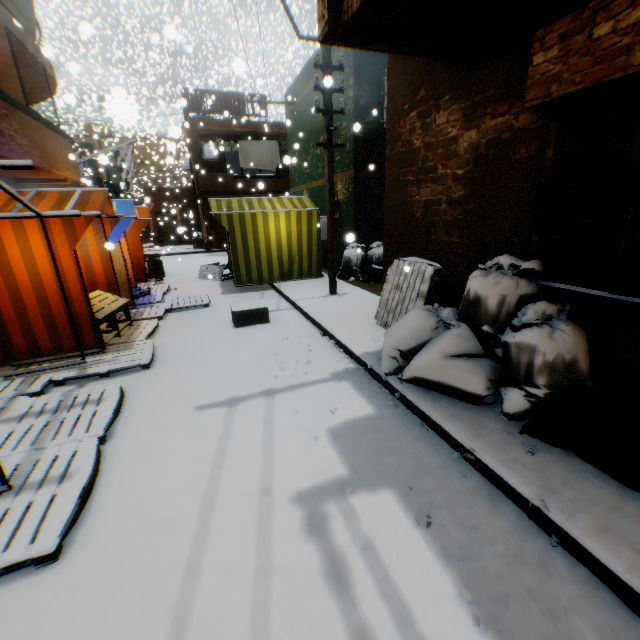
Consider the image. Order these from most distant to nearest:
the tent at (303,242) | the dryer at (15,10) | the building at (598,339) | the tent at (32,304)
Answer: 1. the tent at (303,242)
2. the dryer at (15,10)
3. the tent at (32,304)
4. the building at (598,339)

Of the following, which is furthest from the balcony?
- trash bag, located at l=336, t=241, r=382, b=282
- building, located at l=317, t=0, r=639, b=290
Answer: trash bag, located at l=336, t=241, r=382, b=282

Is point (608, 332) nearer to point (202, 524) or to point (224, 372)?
point (202, 524)

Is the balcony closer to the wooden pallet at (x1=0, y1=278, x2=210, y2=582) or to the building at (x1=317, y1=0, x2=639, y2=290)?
the building at (x1=317, y1=0, x2=639, y2=290)

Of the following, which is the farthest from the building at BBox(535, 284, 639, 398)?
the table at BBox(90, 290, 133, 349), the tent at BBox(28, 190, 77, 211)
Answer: the table at BBox(90, 290, 133, 349)

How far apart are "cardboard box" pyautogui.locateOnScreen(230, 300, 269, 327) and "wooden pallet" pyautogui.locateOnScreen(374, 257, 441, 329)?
1.80m

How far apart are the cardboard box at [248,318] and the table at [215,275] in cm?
398

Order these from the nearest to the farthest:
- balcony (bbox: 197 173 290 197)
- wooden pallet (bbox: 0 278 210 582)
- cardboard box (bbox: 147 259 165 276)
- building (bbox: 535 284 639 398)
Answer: wooden pallet (bbox: 0 278 210 582) → building (bbox: 535 284 639 398) → cardboard box (bbox: 147 259 165 276) → balcony (bbox: 197 173 290 197)
